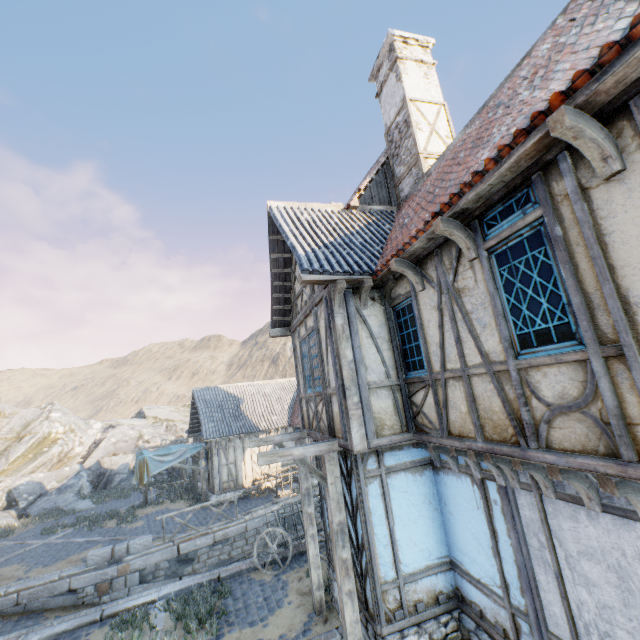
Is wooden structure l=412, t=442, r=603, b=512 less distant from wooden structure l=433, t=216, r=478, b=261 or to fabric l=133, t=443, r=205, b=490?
wooden structure l=433, t=216, r=478, b=261

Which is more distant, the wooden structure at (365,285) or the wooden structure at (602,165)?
the wooden structure at (365,285)

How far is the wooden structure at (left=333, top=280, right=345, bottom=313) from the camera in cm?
574

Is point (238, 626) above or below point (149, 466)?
below

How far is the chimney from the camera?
8.5 meters

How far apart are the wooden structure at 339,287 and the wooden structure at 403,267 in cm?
91

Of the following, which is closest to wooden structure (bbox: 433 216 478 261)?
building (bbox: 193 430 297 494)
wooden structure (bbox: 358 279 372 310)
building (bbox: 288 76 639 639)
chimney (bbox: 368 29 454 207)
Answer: building (bbox: 288 76 639 639)

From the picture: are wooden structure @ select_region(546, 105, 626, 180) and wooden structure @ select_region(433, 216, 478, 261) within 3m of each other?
yes
